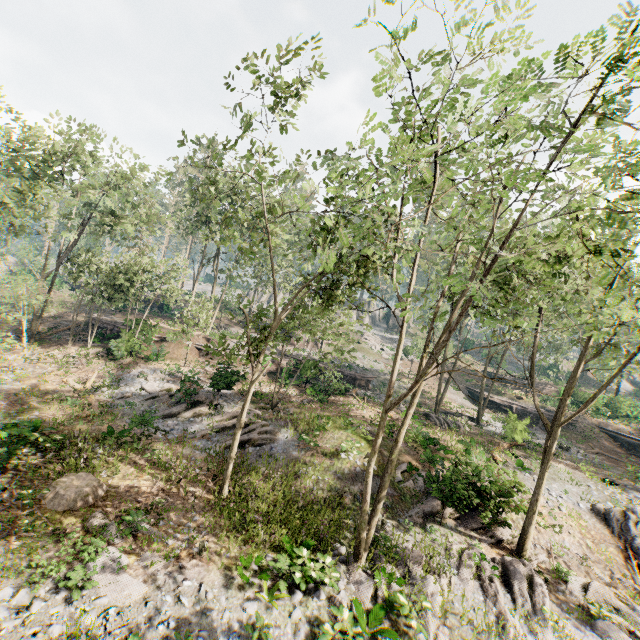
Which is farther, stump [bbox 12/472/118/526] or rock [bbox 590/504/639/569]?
rock [bbox 590/504/639/569]

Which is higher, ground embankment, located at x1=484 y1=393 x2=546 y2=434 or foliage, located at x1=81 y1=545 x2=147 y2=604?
ground embankment, located at x1=484 y1=393 x2=546 y2=434

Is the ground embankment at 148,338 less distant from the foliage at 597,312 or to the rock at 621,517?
the foliage at 597,312

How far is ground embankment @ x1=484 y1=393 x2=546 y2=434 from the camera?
22.93m

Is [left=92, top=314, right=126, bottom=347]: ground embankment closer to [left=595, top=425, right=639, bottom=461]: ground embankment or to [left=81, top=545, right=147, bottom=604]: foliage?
[left=81, top=545, right=147, bottom=604]: foliage

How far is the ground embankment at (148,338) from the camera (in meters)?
27.14

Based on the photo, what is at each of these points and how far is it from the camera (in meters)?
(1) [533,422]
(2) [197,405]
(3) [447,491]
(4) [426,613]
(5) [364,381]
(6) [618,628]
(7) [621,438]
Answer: (1) ground embankment, 35.78
(2) foliage, 21.69
(3) foliage, 15.04
(4) foliage, 10.38
(5) ground embankment, 35.31
(6) foliage, 11.50
(7) ground embankment, 32.50

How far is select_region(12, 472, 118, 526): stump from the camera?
10.90m
